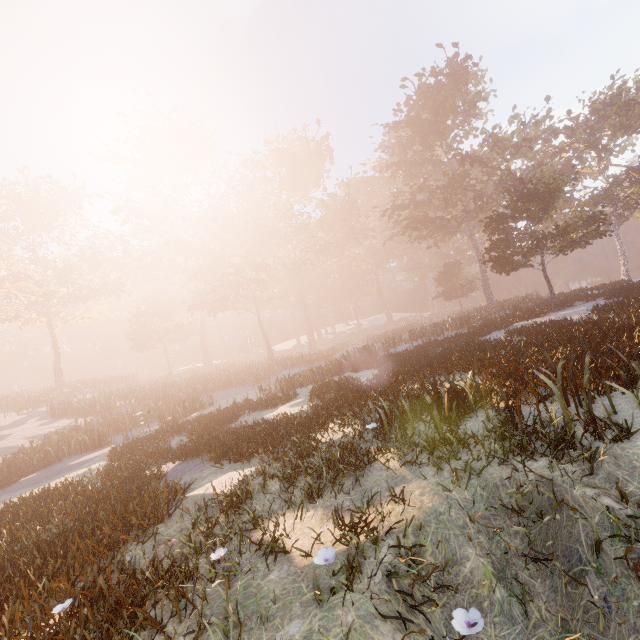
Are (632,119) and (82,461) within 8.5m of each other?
no

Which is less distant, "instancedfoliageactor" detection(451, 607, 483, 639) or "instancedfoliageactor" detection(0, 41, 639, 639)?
"instancedfoliageactor" detection(451, 607, 483, 639)

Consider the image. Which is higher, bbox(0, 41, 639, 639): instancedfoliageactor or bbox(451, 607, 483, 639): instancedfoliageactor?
bbox(0, 41, 639, 639): instancedfoliageactor

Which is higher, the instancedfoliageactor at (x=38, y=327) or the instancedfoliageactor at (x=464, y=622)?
the instancedfoliageactor at (x=38, y=327)

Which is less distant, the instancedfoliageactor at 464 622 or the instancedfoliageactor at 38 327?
the instancedfoliageactor at 464 622
